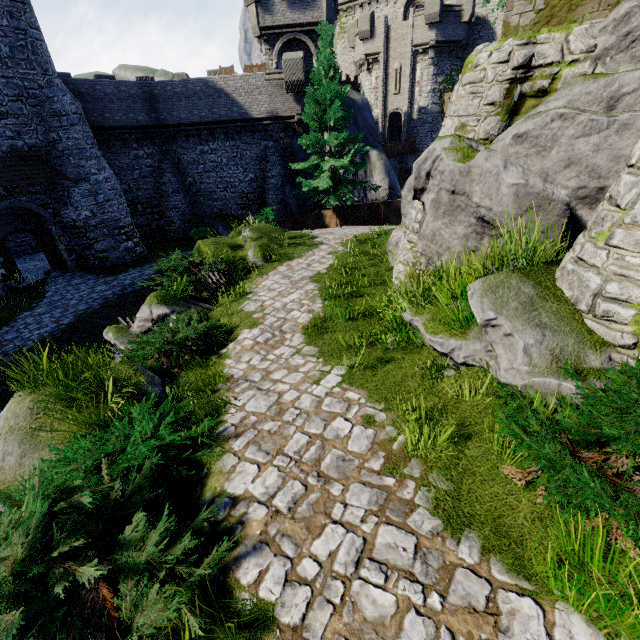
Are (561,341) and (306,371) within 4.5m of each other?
yes

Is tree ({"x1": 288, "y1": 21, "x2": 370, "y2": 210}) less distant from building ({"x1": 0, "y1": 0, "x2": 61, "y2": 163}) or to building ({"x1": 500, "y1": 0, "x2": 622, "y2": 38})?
building ({"x1": 500, "y1": 0, "x2": 622, "y2": 38})

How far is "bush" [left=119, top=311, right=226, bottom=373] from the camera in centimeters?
640cm

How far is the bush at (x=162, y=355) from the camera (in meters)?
6.40

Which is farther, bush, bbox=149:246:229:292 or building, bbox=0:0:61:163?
building, bbox=0:0:61:163

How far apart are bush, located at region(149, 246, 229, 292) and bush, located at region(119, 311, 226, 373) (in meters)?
2.25

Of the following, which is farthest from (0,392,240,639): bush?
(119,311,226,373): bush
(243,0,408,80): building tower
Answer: (243,0,408,80): building tower

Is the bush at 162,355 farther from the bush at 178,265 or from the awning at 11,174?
the awning at 11,174
